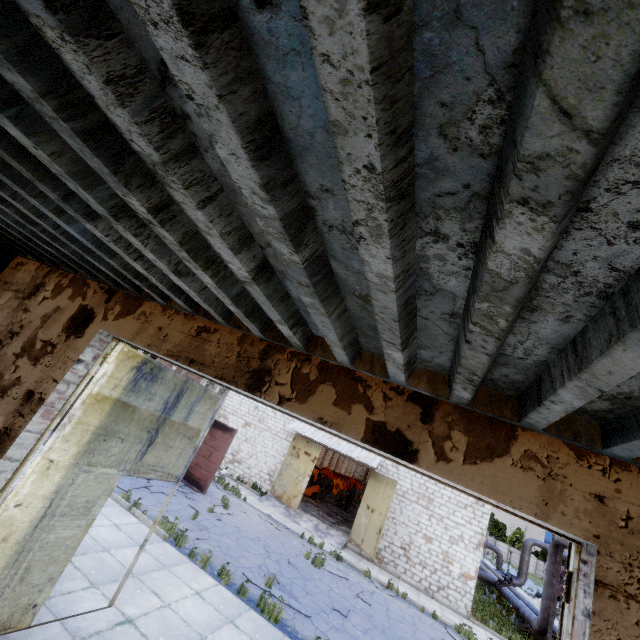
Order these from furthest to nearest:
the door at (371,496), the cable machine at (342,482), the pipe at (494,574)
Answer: the cable machine at (342,482) < the pipe at (494,574) < the door at (371,496)

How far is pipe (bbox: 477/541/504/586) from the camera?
24.0m

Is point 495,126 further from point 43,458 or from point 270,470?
point 270,470

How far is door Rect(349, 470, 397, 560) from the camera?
16.5m

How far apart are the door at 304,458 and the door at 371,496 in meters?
3.3

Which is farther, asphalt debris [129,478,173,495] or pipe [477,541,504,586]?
pipe [477,541,504,586]

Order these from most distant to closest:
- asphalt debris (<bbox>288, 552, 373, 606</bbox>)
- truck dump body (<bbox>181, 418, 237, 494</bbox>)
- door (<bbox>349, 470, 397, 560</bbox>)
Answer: door (<bbox>349, 470, 397, 560</bbox>) → truck dump body (<bbox>181, 418, 237, 494</bbox>) → asphalt debris (<bbox>288, 552, 373, 606</bbox>)

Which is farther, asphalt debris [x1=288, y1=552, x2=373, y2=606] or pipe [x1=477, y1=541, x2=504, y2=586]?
pipe [x1=477, y1=541, x2=504, y2=586]
